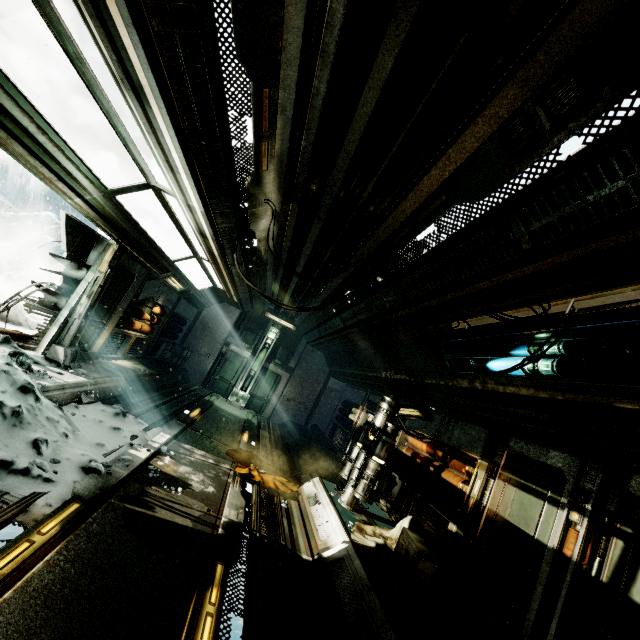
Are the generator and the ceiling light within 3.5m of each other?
yes

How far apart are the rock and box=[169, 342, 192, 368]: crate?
9.9 meters

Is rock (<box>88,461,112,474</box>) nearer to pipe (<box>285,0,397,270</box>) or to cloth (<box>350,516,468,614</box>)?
cloth (<box>350,516,468,614</box>)

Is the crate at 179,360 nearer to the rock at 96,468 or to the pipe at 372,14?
the pipe at 372,14

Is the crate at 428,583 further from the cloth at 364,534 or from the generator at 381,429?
the generator at 381,429

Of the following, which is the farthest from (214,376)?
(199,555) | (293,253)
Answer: (199,555)

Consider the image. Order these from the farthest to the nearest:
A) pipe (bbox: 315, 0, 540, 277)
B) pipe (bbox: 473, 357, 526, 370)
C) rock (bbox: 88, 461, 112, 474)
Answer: pipe (bbox: 473, 357, 526, 370) → rock (bbox: 88, 461, 112, 474) → pipe (bbox: 315, 0, 540, 277)

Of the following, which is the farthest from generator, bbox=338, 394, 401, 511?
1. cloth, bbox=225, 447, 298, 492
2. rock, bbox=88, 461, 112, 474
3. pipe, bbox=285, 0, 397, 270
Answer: rock, bbox=88, 461, 112, 474
